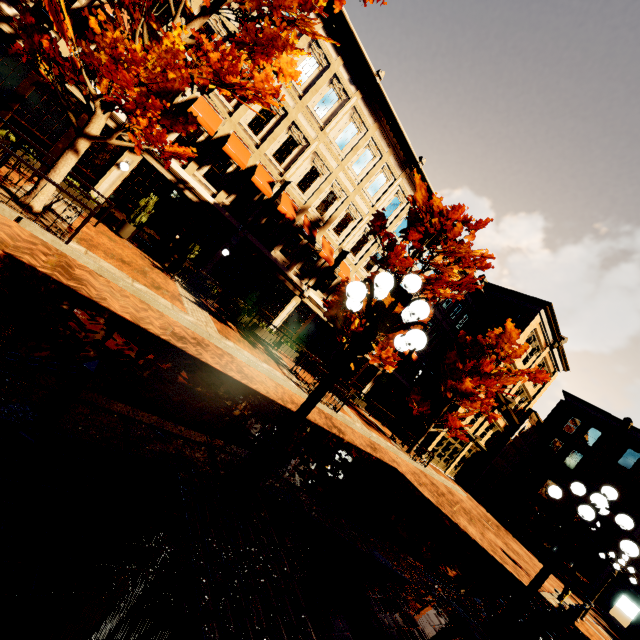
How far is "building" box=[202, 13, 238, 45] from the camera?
12.2m

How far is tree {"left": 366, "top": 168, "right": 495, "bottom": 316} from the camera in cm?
1272

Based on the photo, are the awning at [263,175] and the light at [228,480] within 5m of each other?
no

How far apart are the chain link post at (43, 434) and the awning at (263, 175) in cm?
1310

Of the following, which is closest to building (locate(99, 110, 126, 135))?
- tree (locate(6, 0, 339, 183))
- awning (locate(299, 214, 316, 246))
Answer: awning (locate(299, 214, 316, 246))

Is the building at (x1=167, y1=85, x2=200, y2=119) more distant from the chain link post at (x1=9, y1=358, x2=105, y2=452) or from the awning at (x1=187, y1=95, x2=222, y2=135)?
the chain link post at (x1=9, y1=358, x2=105, y2=452)

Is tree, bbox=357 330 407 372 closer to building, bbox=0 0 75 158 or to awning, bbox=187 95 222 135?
building, bbox=0 0 75 158

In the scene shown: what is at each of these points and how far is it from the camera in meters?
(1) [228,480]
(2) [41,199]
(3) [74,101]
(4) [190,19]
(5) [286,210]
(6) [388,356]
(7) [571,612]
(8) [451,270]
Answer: (1) light, 4.1
(2) tree, 7.6
(3) building, 11.3
(4) tree, 8.6
(5) awning, 15.4
(6) tree, 13.8
(7) chain link post, 10.5
(8) tree, 15.9
